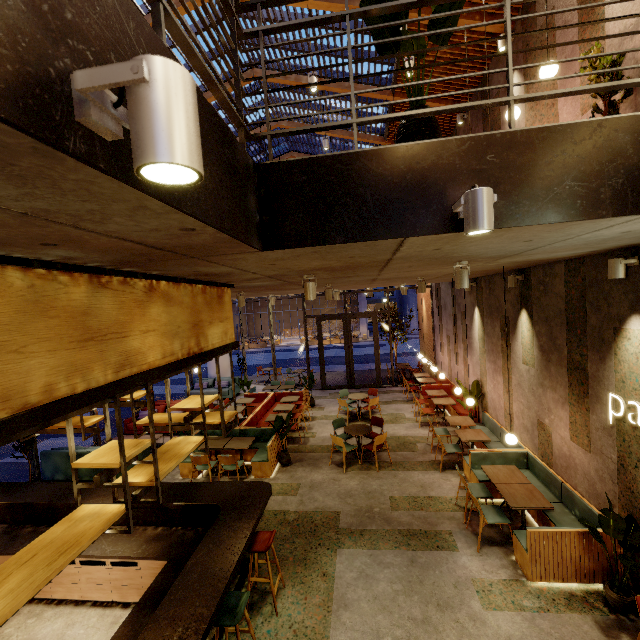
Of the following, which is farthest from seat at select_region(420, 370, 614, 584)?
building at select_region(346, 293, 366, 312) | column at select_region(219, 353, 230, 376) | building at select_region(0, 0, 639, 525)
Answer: building at select_region(346, 293, 366, 312)

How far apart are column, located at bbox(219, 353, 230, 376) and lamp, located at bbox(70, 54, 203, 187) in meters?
16.3 m

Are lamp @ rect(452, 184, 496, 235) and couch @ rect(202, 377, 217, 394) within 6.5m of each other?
no

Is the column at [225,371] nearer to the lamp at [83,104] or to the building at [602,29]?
the building at [602,29]

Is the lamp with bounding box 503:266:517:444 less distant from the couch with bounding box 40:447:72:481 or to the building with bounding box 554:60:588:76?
the building with bounding box 554:60:588:76

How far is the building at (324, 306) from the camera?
41.6m

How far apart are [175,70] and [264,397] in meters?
12.7 m

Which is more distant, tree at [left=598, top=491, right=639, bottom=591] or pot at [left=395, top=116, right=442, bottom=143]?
tree at [left=598, top=491, right=639, bottom=591]
